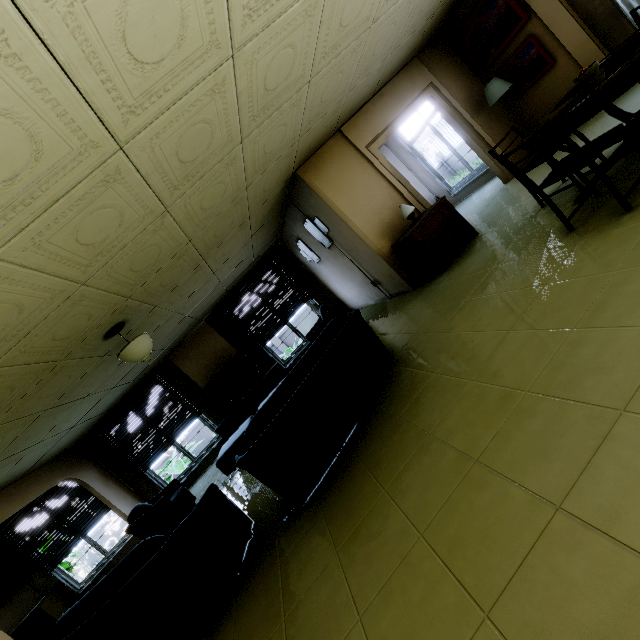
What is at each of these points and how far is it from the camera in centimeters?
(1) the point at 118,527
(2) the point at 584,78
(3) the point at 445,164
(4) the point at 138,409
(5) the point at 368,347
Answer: (1) fence, 1357cm
(2) fruit bowl, 269cm
(3) fence, 1722cm
(4) blinds, 821cm
(5) couch, 362cm

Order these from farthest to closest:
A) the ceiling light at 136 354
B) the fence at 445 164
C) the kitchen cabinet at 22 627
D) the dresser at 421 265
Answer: the fence at 445 164 < the kitchen cabinet at 22 627 < the dresser at 421 265 < the ceiling light at 136 354

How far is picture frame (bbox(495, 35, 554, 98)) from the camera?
5.0m

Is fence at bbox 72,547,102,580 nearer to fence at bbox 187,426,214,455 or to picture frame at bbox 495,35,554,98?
fence at bbox 187,426,214,455

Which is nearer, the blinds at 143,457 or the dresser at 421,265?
the dresser at 421,265

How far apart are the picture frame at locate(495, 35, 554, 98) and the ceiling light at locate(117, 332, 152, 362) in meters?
7.2

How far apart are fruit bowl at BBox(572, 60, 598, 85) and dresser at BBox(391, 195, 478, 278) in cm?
216

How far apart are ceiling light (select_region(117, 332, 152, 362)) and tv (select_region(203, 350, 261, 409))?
3.8m
